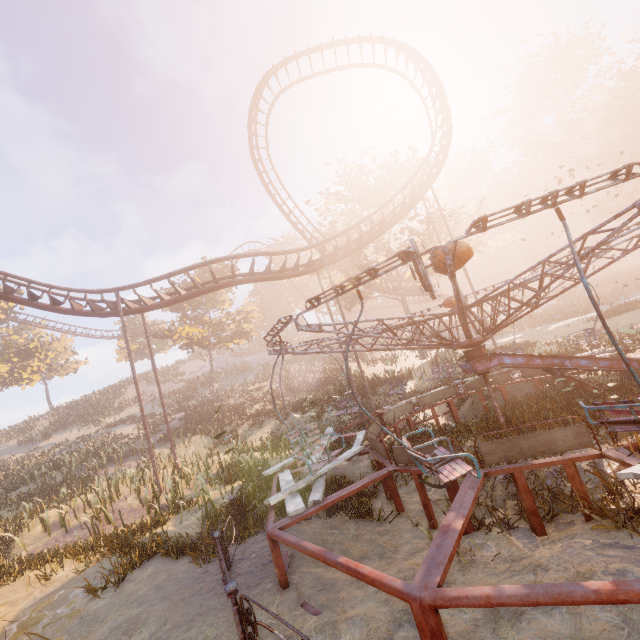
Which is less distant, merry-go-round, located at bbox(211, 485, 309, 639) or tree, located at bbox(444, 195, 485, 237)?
merry-go-round, located at bbox(211, 485, 309, 639)

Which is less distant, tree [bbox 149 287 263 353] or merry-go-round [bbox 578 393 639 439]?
merry-go-round [bbox 578 393 639 439]

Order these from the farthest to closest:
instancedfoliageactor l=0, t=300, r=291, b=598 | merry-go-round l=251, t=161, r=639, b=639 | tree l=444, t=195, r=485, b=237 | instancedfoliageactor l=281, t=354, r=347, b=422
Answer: tree l=444, t=195, r=485, b=237, instancedfoliageactor l=281, t=354, r=347, b=422, instancedfoliageactor l=0, t=300, r=291, b=598, merry-go-round l=251, t=161, r=639, b=639

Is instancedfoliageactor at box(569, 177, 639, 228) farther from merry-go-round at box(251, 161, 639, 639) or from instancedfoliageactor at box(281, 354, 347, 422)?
instancedfoliageactor at box(281, 354, 347, 422)

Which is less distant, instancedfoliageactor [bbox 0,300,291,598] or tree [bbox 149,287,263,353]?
instancedfoliageactor [bbox 0,300,291,598]

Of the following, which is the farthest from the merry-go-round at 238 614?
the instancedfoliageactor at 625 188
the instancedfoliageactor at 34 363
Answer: the instancedfoliageactor at 34 363

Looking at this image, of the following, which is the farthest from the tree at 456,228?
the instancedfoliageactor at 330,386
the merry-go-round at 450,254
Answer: the merry-go-round at 450,254

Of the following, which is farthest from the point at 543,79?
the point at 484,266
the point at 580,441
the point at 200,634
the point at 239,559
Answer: the point at 200,634
